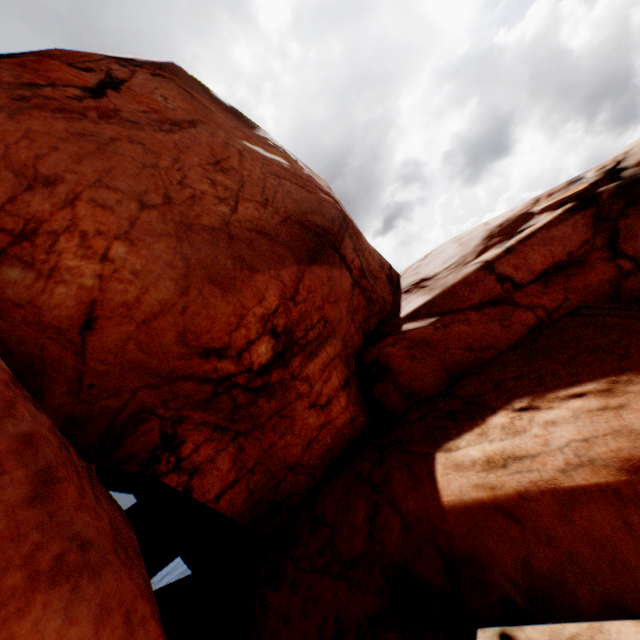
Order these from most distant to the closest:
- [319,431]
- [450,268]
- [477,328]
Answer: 1. [450,268]
2. [477,328]
3. [319,431]
